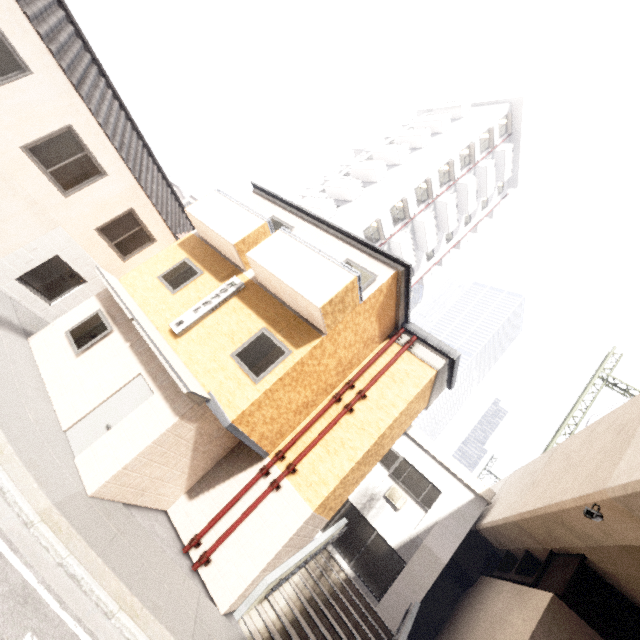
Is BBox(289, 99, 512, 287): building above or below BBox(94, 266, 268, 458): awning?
above

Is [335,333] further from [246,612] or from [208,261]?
[246,612]

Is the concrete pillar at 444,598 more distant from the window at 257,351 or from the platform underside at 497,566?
the window at 257,351

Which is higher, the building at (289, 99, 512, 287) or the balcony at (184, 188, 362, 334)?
the building at (289, 99, 512, 287)

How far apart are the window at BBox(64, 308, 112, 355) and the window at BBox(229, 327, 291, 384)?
3.9m

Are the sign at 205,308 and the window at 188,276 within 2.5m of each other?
yes

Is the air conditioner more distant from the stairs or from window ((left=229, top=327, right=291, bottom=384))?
window ((left=229, top=327, right=291, bottom=384))

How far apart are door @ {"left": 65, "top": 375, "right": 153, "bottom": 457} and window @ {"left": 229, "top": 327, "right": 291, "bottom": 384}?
1.95m
